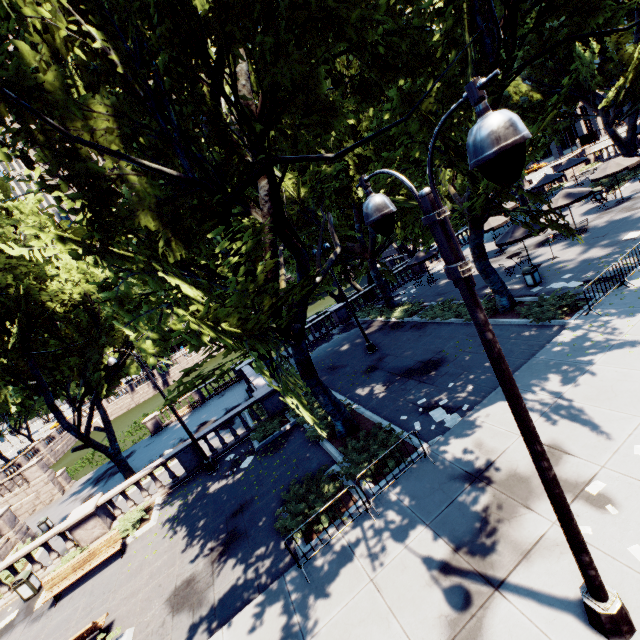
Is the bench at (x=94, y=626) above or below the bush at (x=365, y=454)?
above

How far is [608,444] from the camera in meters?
7.2 m

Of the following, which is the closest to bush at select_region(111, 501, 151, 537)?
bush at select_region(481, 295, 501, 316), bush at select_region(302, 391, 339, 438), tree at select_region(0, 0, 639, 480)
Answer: bush at select_region(302, 391, 339, 438)

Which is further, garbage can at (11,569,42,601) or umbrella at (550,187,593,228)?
umbrella at (550,187,593,228)

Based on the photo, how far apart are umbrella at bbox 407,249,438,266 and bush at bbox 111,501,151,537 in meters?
24.1

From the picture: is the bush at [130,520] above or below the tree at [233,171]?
below

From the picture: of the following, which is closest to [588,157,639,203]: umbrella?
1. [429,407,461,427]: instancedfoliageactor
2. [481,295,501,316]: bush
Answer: [481,295,501,316]: bush

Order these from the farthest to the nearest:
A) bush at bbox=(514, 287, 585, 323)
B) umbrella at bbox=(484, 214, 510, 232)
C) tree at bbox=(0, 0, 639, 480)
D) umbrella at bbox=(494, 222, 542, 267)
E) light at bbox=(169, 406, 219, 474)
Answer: umbrella at bbox=(484, 214, 510, 232), umbrella at bbox=(494, 222, 542, 267), light at bbox=(169, 406, 219, 474), bush at bbox=(514, 287, 585, 323), tree at bbox=(0, 0, 639, 480)
